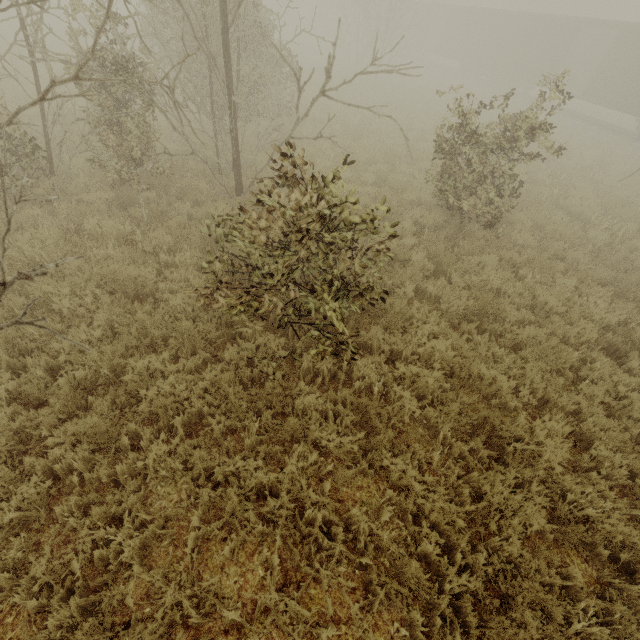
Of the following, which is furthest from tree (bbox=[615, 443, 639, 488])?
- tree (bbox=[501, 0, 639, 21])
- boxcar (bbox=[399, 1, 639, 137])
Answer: tree (bbox=[501, 0, 639, 21])

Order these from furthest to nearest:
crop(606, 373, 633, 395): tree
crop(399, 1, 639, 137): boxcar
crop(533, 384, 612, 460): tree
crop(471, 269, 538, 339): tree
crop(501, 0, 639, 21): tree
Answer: crop(501, 0, 639, 21): tree → crop(399, 1, 639, 137): boxcar → crop(471, 269, 538, 339): tree → crop(606, 373, 633, 395): tree → crop(533, 384, 612, 460): tree

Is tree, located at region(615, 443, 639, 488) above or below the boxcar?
below

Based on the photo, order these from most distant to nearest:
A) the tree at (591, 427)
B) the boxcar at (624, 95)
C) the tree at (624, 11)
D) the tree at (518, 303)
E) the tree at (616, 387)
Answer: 1. the tree at (624, 11)
2. the boxcar at (624, 95)
3. the tree at (518, 303)
4. the tree at (616, 387)
5. the tree at (591, 427)

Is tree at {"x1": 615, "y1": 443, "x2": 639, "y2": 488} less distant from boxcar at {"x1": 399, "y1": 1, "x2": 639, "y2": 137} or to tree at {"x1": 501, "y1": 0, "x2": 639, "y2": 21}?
boxcar at {"x1": 399, "y1": 1, "x2": 639, "y2": 137}

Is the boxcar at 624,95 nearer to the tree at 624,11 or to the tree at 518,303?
the tree at 624,11

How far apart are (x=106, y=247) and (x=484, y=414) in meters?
7.1 m
